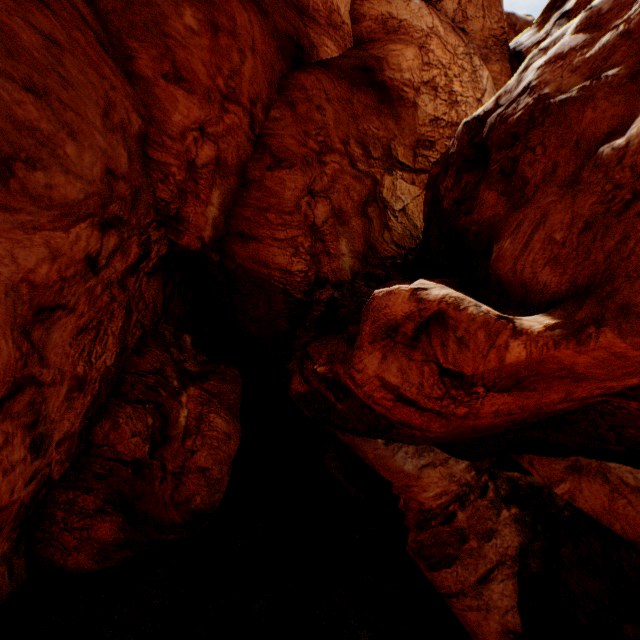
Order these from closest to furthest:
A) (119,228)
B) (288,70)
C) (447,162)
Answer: (447,162)
(119,228)
(288,70)
